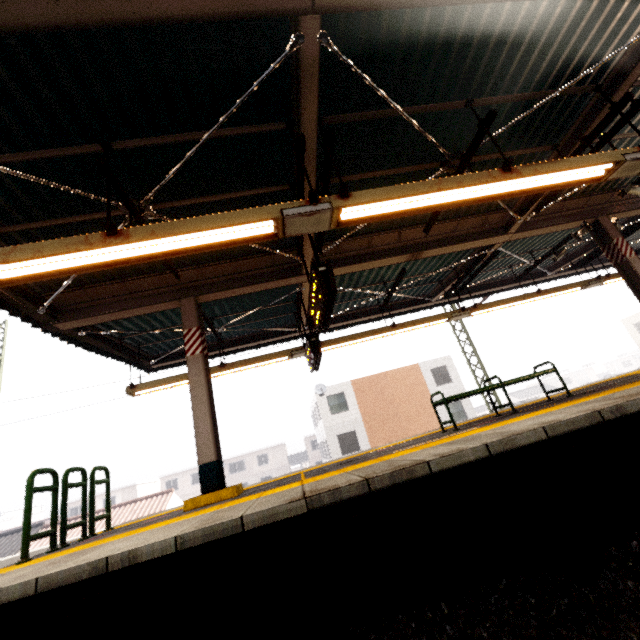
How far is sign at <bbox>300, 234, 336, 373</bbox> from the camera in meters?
4.3 m

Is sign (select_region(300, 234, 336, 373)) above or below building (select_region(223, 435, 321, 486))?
above

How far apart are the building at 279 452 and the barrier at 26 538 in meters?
44.7

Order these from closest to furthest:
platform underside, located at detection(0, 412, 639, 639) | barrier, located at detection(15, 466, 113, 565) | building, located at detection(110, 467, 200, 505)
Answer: platform underside, located at detection(0, 412, 639, 639), barrier, located at detection(15, 466, 113, 565), building, located at detection(110, 467, 200, 505)

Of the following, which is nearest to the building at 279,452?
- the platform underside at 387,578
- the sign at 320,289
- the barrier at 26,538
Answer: the platform underside at 387,578

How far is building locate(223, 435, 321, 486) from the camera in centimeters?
4541cm

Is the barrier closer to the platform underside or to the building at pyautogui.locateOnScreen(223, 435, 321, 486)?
the platform underside

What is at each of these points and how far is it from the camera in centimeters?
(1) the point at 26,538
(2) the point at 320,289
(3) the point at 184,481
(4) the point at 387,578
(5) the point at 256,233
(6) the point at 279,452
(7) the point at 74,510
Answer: (1) barrier, 400cm
(2) sign, 437cm
(3) building, 4397cm
(4) platform underside, 278cm
(5) awning structure, 389cm
(6) building, 4700cm
(7) building, 4194cm
